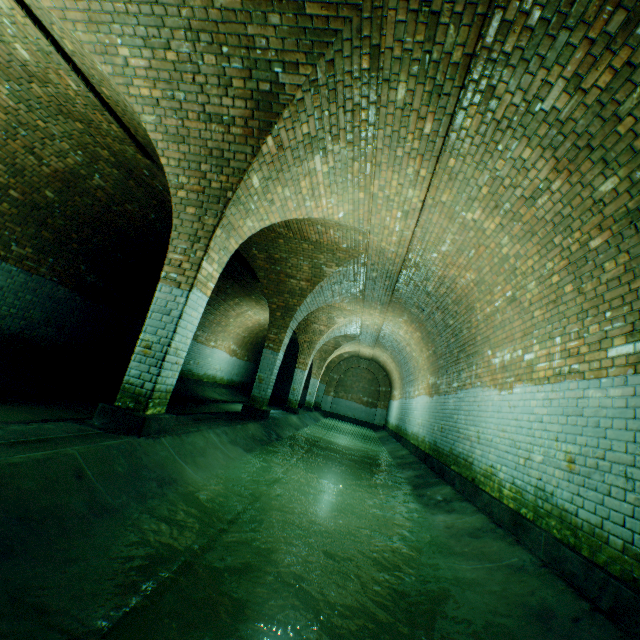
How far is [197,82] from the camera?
3.7 meters

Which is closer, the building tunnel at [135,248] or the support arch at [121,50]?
the building tunnel at [135,248]

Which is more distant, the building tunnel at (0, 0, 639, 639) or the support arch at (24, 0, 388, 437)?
the support arch at (24, 0, 388, 437)
